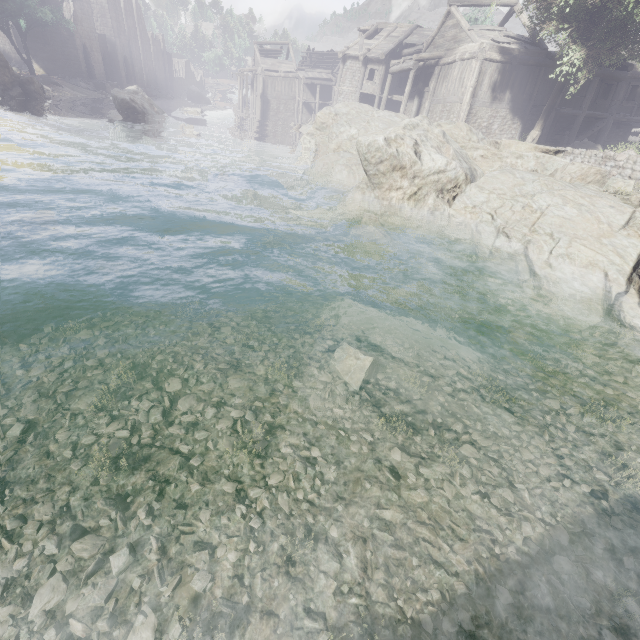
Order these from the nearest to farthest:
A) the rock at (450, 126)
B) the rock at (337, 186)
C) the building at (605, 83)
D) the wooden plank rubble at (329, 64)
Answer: the rock at (337, 186)
the rock at (450, 126)
the building at (605, 83)
the wooden plank rubble at (329, 64)

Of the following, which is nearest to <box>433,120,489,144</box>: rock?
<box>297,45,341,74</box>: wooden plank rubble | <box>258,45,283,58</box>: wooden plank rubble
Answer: <box>297,45,341,74</box>: wooden plank rubble

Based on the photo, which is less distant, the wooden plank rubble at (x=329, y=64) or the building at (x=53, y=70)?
the building at (x=53, y=70)

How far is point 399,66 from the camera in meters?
26.0

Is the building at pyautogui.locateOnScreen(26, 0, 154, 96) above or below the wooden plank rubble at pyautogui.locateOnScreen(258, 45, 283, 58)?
below

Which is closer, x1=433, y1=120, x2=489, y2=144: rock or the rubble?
the rubble

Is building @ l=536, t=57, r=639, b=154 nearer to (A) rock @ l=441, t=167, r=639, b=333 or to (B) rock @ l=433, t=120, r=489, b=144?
(B) rock @ l=433, t=120, r=489, b=144

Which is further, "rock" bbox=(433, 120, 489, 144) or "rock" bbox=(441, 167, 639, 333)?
"rock" bbox=(433, 120, 489, 144)
